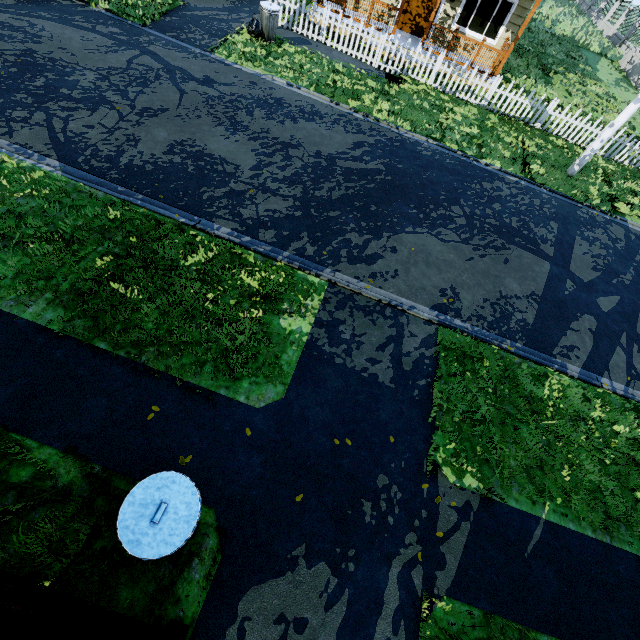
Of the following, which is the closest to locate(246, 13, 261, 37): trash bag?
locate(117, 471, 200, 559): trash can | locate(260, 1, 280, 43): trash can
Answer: locate(260, 1, 280, 43): trash can

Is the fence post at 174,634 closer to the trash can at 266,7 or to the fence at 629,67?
the fence at 629,67

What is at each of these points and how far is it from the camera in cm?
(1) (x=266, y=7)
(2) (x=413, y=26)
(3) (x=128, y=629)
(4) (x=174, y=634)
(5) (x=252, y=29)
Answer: (1) trash can, 1032
(2) door, 1376
(3) fence, 272
(4) fence post, 272
(5) trash bag, 1069

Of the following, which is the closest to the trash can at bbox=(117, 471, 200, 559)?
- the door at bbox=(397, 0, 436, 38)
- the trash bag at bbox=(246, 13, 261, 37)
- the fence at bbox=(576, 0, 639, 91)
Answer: the fence at bbox=(576, 0, 639, 91)

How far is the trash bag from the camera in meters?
10.6

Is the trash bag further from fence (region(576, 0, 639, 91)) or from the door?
the door

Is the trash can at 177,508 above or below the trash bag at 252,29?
above

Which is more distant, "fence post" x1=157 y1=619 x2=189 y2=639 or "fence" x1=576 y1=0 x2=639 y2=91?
"fence" x1=576 y1=0 x2=639 y2=91
